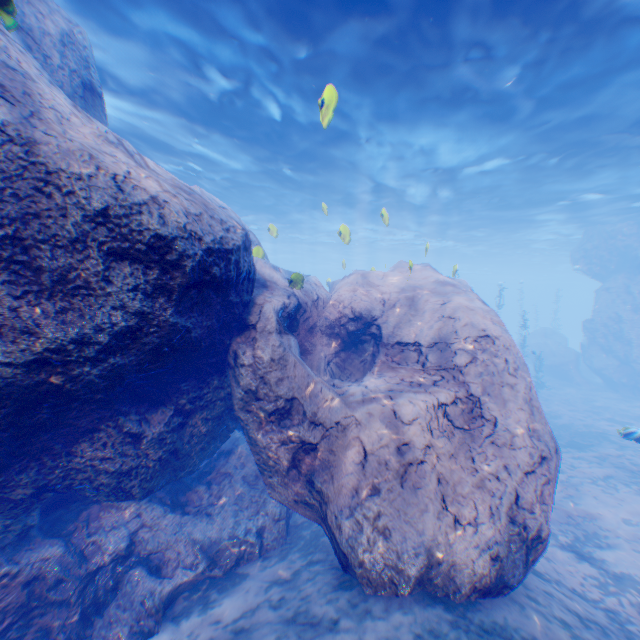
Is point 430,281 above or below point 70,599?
above

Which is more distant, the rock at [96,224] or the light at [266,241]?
the light at [266,241]

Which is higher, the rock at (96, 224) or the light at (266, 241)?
the light at (266, 241)

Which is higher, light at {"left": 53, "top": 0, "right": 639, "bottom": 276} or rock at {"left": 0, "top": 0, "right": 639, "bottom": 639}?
light at {"left": 53, "top": 0, "right": 639, "bottom": 276}

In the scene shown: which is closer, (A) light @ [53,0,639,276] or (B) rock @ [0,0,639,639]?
(B) rock @ [0,0,639,639]
